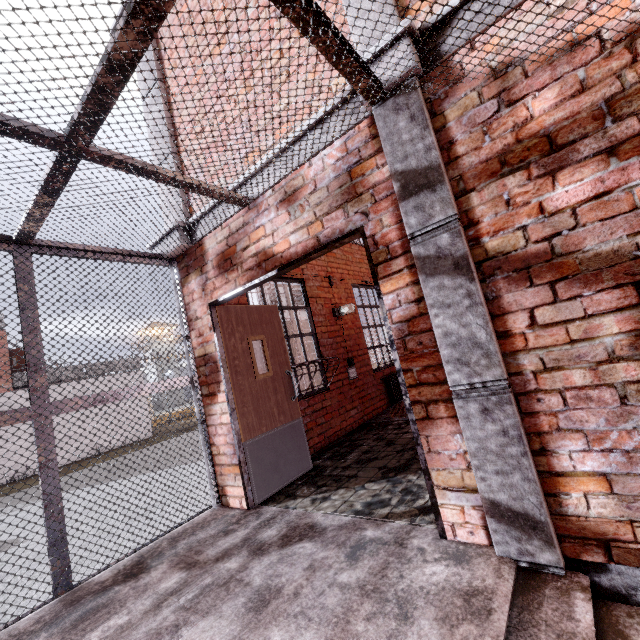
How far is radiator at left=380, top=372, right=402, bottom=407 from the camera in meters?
6.9

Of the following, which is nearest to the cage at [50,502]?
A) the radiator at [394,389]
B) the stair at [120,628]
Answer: the stair at [120,628]

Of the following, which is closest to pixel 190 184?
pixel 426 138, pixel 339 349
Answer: pixel 426 138

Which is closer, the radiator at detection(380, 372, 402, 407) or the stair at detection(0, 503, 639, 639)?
the stair at detection(0, 503, 639, 639)

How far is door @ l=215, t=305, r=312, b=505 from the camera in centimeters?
351cm

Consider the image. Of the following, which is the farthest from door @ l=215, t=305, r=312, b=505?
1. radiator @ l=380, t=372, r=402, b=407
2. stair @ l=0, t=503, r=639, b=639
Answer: radiator @ l=380, t=372, r=402, b=407

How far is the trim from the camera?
1.8m

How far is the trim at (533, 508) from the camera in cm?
176
